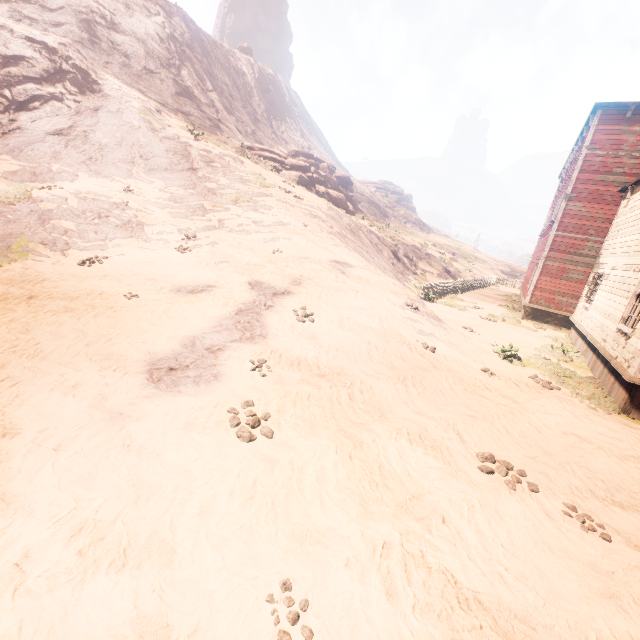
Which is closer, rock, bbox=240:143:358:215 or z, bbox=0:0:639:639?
z, bbox=0:0:639:639

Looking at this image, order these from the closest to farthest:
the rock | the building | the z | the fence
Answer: the z
the building
the fence
the rock

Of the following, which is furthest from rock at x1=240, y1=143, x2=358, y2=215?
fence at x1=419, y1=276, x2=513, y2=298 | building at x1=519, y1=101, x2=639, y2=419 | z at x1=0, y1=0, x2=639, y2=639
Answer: building at x1=519, y1=101, x2=639, y2=419

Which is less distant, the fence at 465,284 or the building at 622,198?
the building at 622,198

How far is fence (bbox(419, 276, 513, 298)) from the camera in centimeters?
1939cm

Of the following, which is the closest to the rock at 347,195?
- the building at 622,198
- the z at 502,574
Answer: the z at 502,574

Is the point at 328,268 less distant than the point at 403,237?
Yes

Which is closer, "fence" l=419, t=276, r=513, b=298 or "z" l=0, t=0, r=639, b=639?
"z" l=0, t=0, r=639, b=639
